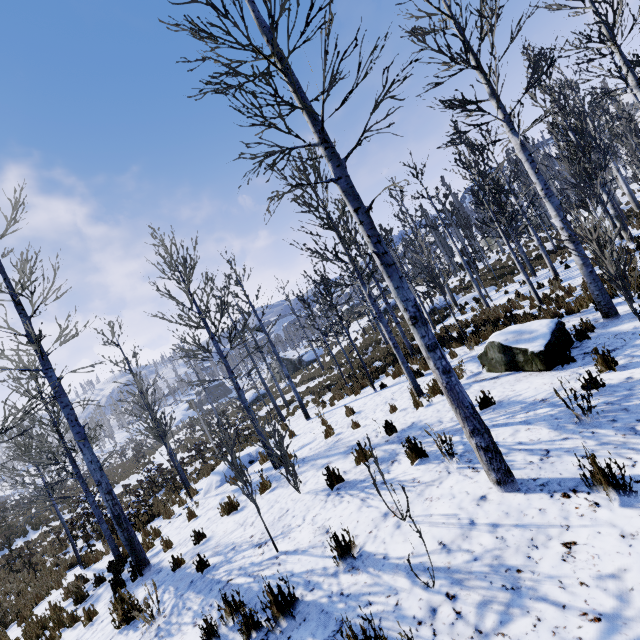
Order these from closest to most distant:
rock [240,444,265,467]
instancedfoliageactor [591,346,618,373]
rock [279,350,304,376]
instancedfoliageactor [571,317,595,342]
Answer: instancedfoliageactor [591,346,618,373]
instancedfoliageactor [571,317,595,342]
rock [240,444,265,467]
rock [279,350,304,376]

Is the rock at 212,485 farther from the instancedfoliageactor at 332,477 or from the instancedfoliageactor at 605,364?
the instancedfoliageactor at 605,364

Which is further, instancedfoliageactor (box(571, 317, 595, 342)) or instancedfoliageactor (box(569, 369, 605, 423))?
instancedfoliageactor (box(571, 317, 595, 342))

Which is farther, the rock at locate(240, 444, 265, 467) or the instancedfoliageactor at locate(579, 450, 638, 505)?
the rock at locate(240, 444, 265, 467)

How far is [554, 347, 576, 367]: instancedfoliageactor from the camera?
5.86m

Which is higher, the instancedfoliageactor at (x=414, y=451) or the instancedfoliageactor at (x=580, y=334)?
the instancedfoliageactor at (x=414, y=451)

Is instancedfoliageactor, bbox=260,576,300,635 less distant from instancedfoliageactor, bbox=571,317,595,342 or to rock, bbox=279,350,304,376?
instancedfoliageactor, bbox=571,317,595,342

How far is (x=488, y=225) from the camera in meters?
11.7
